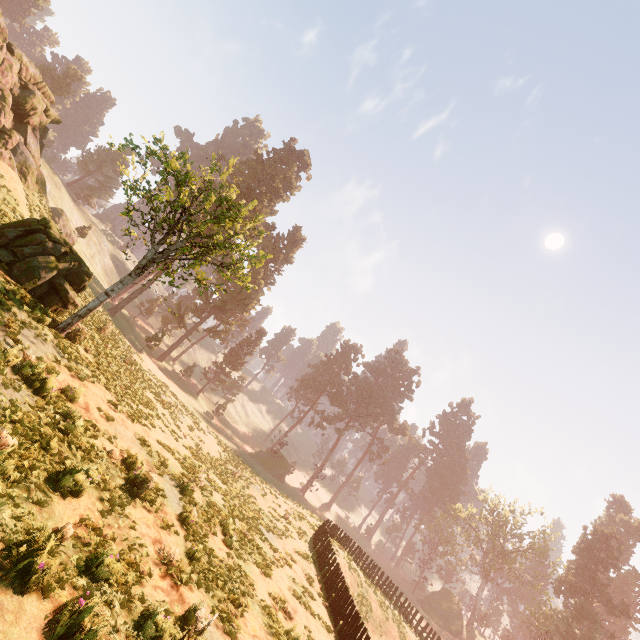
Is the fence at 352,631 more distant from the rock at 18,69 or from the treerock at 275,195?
the rock at 18,69

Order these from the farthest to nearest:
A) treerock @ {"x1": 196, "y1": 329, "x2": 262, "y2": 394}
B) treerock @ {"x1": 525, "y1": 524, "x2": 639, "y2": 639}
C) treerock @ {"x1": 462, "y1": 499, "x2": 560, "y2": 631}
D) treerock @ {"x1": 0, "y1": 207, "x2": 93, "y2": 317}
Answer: treerock @ {"x1": 196, "y1": 329, "x2": 262, "y2": 394} → treerock @ {"x1": 462, "y1": 499, "x2": 560, "y2": 631} → treerock @ {"x1": 525, "y1": 524, "x2": 639, "y2": 639} → treerock @ {"x1": 0, "y1": 207, "x2": 93, "y2": 317}

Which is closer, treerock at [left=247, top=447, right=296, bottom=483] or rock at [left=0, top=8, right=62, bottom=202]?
rock at [left=0, top=8, right=62, bottom=202]

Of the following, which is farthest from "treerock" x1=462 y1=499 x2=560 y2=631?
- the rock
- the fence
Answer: the rock

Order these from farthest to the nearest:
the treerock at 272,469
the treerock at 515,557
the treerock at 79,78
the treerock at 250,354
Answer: the treerock at 250,354 → the treerock at 79,78 → the treerock at 515,557 → the treerock at 272,469

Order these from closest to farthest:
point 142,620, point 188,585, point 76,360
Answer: point 142,620
point 188,585
point 76,360

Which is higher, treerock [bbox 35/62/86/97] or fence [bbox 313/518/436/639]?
treerock [bbox 35/62/86/97]

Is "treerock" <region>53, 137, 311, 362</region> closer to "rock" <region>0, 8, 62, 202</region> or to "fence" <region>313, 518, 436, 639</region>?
"fence" <region>313, 518, 436, 639</region>
